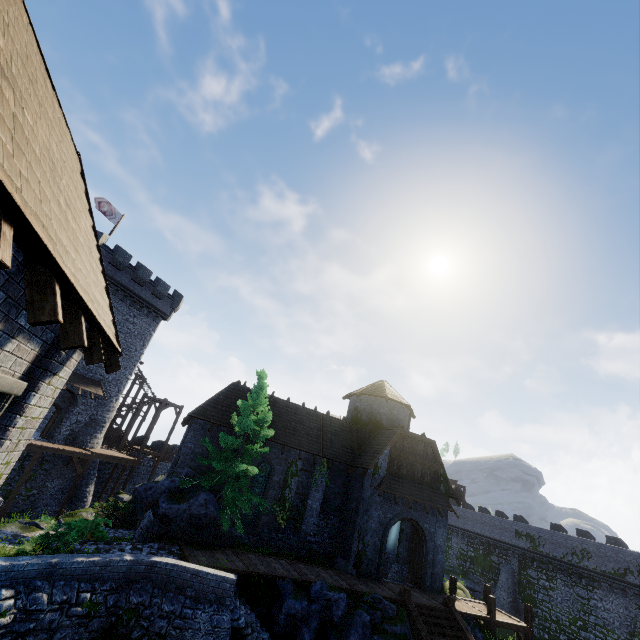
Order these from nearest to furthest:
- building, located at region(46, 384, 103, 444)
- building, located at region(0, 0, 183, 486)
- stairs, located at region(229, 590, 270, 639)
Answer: building, located at region(0, 0, 183, 486), stairs, located at region(229, 590, 270, 639), building, located at region(46, 384, 103, 444)

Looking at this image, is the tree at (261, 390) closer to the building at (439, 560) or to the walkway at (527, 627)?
the building at (439, 560)

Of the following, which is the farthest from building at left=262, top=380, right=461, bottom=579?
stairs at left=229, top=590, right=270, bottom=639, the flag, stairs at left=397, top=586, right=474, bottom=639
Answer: the flag

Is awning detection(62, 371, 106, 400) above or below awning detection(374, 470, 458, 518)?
above

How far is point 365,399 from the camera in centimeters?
2766cm

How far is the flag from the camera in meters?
29.8 m

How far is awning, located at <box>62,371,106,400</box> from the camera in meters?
27.2

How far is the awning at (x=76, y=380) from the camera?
27.18m
